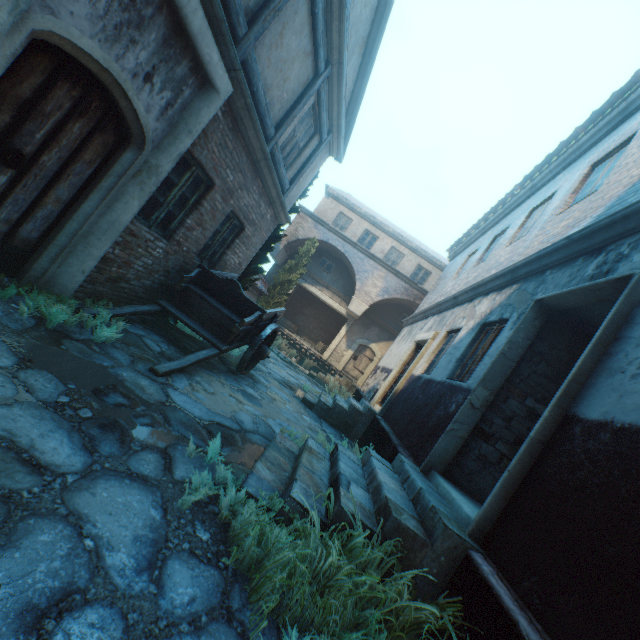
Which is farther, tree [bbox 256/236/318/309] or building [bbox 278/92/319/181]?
tree [bbox 256/236/318/309]

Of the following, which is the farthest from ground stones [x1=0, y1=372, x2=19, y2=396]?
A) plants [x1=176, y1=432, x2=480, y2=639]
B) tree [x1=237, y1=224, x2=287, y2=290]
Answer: tree [x1=237, y1=224, x2=287, y2=290]

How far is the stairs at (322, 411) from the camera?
8.6m

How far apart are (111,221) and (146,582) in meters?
4.0

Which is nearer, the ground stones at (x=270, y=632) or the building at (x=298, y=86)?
the ground stones at (x=270, y=632)

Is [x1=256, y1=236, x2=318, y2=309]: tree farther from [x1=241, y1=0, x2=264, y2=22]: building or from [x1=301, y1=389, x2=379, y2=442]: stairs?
[x1=301, y1=389, x2=379, y2=442]: stairs

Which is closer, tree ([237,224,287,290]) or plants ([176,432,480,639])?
plants ([176,432,480,639])
